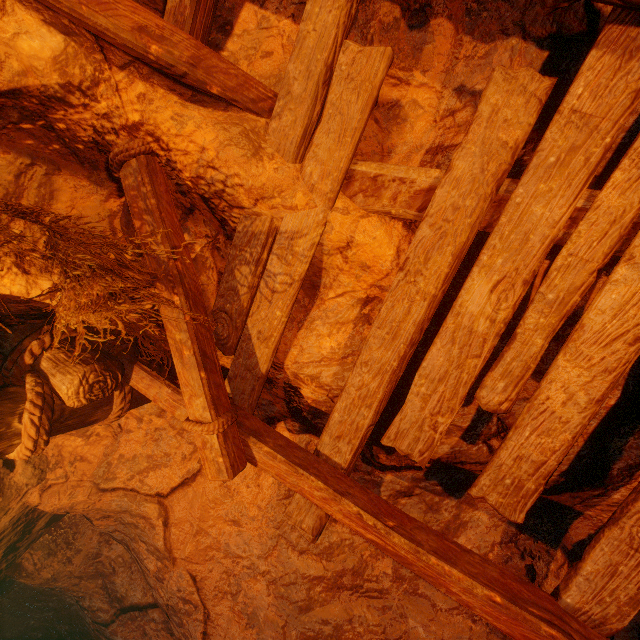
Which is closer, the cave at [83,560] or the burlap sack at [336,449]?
the burlap sack at [336,449]

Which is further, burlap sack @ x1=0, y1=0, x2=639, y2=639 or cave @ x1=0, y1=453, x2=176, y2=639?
cave @ x1=0, y1=453, x2=176, y2=639

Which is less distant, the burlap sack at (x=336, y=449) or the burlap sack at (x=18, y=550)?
the burlap sack at (x=336, y=449)

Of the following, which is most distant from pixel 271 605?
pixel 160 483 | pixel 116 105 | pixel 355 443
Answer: pixel 116 105

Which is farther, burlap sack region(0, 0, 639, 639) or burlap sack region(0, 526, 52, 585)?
burlap sack region(0, 526, 52, 585)
